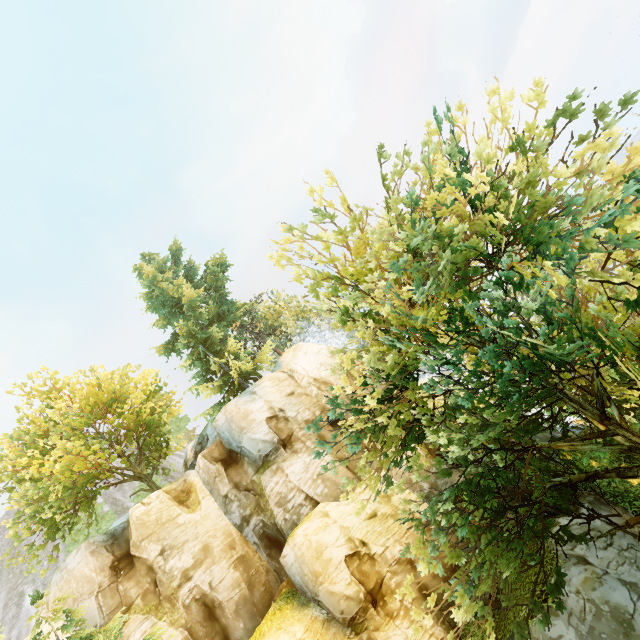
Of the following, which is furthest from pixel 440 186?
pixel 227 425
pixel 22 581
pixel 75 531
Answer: pixel 22 581

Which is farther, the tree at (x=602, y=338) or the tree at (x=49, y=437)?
the tree at (x=49, y=437)

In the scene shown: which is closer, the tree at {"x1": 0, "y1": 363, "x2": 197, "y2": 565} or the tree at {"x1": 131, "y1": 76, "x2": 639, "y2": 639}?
the tree at {"x1": 131, "y1": 76, "x2": 639, "y2": 639}
